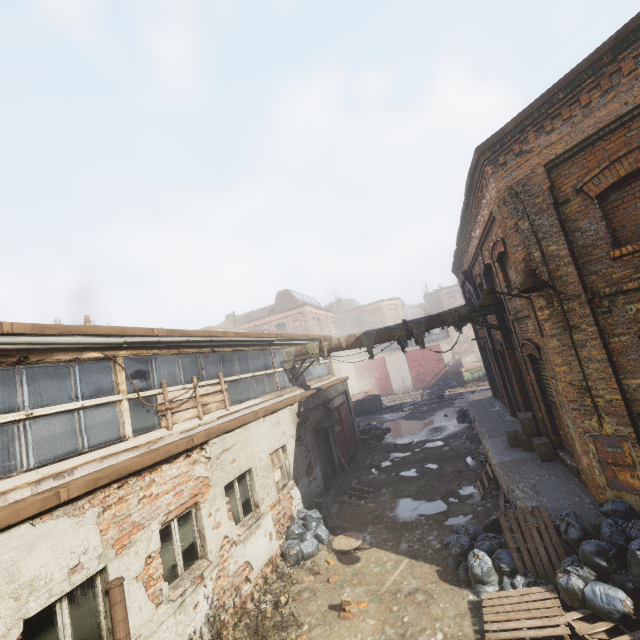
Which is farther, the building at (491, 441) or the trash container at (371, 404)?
the trash container at (371, 404)

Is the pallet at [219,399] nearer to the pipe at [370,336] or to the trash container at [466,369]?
the pipe at [370,336]

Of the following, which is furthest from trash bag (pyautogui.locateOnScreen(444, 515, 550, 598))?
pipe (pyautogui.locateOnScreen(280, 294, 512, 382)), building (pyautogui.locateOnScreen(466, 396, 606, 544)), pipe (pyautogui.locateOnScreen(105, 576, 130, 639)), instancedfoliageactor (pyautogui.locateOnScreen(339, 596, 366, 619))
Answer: pipe (pyautogui.locateOnScreen(105, 576, 130, 639))

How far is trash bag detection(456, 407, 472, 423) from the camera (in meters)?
17.50

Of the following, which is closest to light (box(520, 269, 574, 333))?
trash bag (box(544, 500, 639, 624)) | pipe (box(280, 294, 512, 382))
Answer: trash bag (box(544, 500, 639, 624))

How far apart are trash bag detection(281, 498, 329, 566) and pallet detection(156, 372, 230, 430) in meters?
3.7

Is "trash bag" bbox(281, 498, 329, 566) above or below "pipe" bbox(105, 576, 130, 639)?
below

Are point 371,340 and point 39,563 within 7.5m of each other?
no
